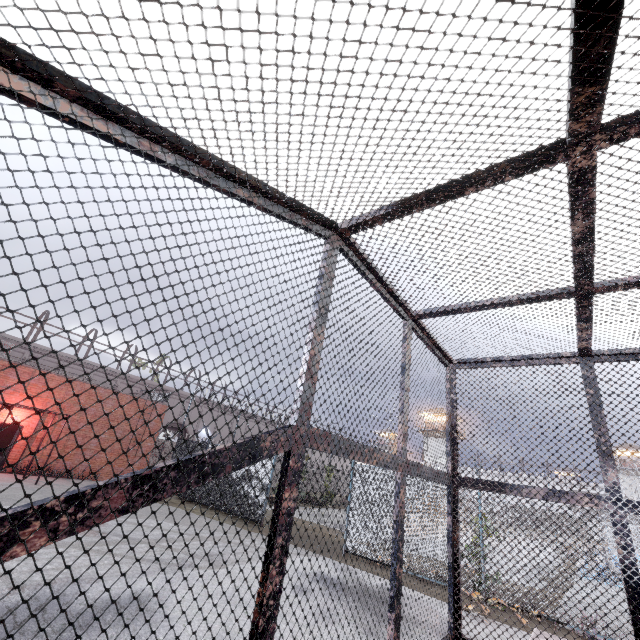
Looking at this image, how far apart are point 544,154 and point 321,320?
1.5m
